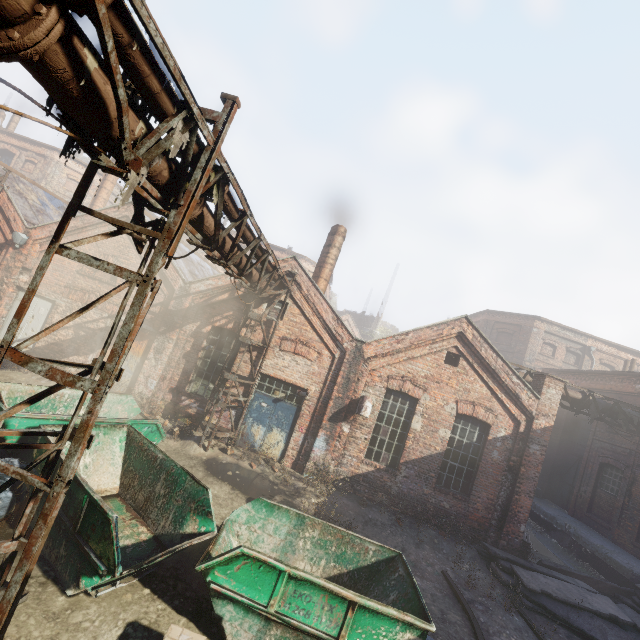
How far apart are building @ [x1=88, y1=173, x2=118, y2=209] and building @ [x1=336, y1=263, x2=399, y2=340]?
31.9 meters

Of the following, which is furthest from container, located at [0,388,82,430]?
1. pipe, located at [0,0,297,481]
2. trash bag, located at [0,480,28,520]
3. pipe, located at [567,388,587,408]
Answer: pipe, located at [567,388,587,408]

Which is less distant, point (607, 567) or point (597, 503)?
point (607, 567)

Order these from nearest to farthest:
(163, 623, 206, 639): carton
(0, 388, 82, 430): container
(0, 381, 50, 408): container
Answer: (163, 623, 206, 639): carton → (0, 388, 82, 430): container → (0, 381, 50, 408): container

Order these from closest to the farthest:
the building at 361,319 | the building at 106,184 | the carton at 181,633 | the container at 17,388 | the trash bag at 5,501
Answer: the carton at 181,633 < the trash bag at 5,501 < the container at 17,388 < the building at 106,184 < the building at 361,319

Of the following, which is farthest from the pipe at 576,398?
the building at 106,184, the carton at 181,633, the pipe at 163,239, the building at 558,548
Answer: the building at 106,184

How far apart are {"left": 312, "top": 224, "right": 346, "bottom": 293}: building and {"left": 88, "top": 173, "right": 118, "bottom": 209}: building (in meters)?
15.01

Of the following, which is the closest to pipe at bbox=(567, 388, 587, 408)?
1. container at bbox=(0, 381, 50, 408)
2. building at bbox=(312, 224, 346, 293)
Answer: building at bbox=(312, 224, 346, 293)
